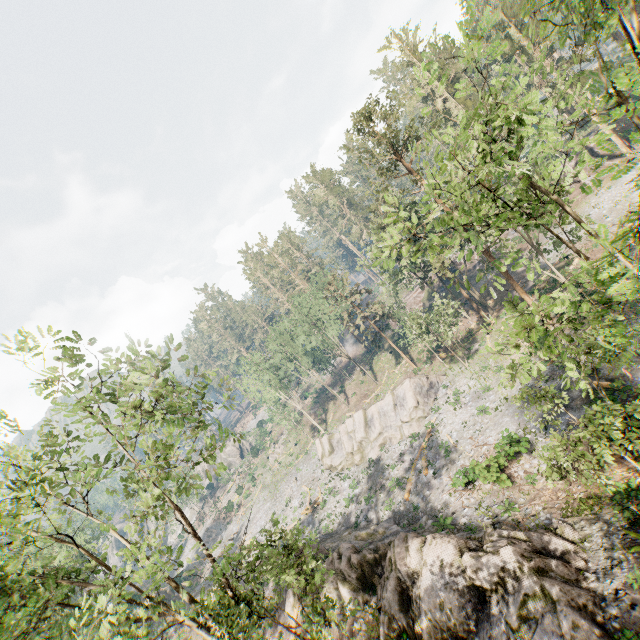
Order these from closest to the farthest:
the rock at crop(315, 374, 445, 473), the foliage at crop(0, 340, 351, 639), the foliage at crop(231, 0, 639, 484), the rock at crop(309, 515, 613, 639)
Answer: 1. the foliage at crop(231, 0, 639, 484)
2. the foliage at crop(0, 340, 351, 639)
3. the rock at crop(309, 515, 613, 639)
4. the rock at crop(315, 374, 445, 473)

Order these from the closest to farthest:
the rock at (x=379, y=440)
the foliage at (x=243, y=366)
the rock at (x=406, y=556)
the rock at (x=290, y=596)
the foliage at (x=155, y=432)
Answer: the foliage at (x=243, y=366) → the foliage at (x=155, y=432) → the rock at (x=406, y=556) → the rock at (x=290, y=596) → the rock at (x=379, y=440)

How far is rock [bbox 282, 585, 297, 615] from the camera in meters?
21.2

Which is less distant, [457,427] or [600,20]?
[600,20]

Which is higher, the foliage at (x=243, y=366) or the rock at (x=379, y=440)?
the foliage at (x=243, y=366)

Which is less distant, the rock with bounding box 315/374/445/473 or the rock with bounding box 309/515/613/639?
the rock with bounding box 309/515/613/639

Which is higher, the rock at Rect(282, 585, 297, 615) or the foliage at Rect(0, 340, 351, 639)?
the foliage at Rect(0, 340, 351, 639)
